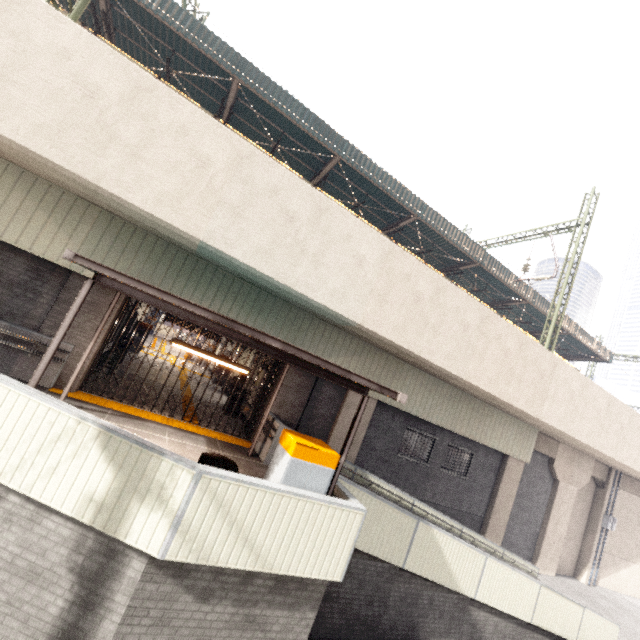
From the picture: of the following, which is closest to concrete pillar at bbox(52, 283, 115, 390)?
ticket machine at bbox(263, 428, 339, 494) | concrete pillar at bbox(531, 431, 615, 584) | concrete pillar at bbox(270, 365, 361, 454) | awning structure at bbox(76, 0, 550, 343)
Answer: concrete pillar at bbox(270, 365, 361, 454)

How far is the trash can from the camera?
4.8m

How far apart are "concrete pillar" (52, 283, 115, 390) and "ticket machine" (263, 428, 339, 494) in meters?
6.3

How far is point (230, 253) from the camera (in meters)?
8.20

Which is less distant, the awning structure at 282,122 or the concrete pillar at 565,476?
the awning structure at 282,122

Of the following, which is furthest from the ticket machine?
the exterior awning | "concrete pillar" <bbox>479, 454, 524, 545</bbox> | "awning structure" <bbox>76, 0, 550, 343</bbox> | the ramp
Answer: "concrete pillar" <bbox>479, 454, 524, 545</bbox>

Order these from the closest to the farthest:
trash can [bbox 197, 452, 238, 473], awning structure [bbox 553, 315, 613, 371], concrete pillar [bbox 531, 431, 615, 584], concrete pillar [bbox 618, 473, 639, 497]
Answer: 1. trash can [bbox 197, 452, 238, 473]
2. concrete pillar [bbox 531, 431, 615, 584]
3. concrete pillar [bbox 618, 473, 639, 497]
4. awning structure [bbox 553, 315, 613, 371]

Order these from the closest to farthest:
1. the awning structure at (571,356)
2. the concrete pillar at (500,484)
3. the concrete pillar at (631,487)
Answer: the concrete pillar at (500,484), the concrete pillar at (631,487), the awning structure at (571,356)
